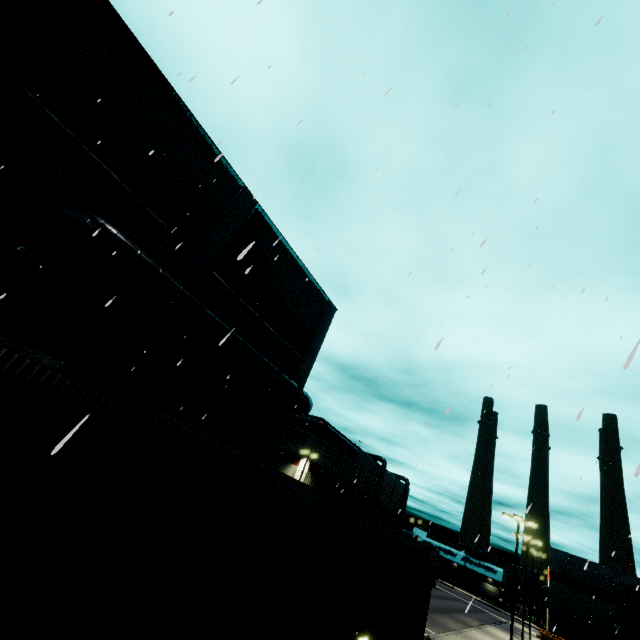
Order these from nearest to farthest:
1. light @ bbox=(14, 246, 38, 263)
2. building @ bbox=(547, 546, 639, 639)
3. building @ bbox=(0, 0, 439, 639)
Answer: building @ bbox=(0, 0, 439, 639) < light @ bbox=(14, 246, 38, 263) < building @ bbox=(547, 546, 639, 639)

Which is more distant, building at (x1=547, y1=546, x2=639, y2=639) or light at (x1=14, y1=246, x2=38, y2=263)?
building at (x1=547, y1=546, x2=639, y2=639)

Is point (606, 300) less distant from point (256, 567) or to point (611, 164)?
point (611, 164)

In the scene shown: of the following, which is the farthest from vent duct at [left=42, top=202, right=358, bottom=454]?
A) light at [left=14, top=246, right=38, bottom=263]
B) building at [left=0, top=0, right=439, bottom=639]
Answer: light at [left=14, top=246, right=38, bottom=263]

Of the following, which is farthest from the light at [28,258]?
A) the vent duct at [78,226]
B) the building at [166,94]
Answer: the vent duct at [78,226]
